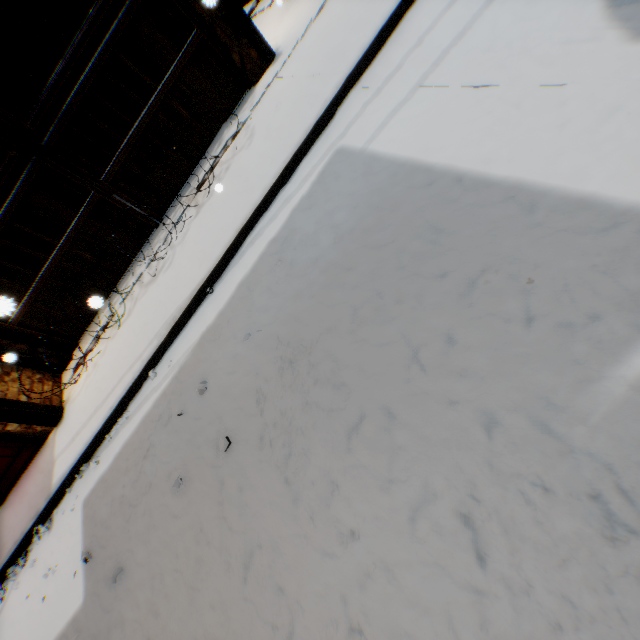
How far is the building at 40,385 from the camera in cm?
556

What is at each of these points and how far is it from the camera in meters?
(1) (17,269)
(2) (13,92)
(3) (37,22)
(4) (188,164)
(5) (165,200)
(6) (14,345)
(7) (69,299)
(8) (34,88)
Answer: (1) wooden gate, 5.2 m
(2) building, 7.9 m
(3) building, 7.6 m
(4) wooden gate, 5.8 m
(5) wooden gate, 5.8 m
(6) building, 5.6 m
(7) wooden gate, 5.8 m
(8) building, 8.0 m

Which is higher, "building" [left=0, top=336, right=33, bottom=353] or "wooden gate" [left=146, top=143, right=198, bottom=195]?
"building" [left=0, top=336, right=33, bottom=353]

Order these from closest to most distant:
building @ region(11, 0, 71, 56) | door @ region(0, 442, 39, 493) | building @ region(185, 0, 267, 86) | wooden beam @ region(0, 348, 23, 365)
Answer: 1. wooden beam @ region(0, 348, 23, 365)
2. building @ region(185, 0, 267, 86)
3. door @ region(0, 442, 39, 493)
4. building @ region(11, 0, 71, 56)

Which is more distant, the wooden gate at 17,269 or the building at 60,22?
the building at 60,22

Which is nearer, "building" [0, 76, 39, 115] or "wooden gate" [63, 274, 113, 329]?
"wooden gate" [63, 274, 113, 329]

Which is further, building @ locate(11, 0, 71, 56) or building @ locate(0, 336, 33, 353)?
building @ locate(11, 0, 71, 56)
